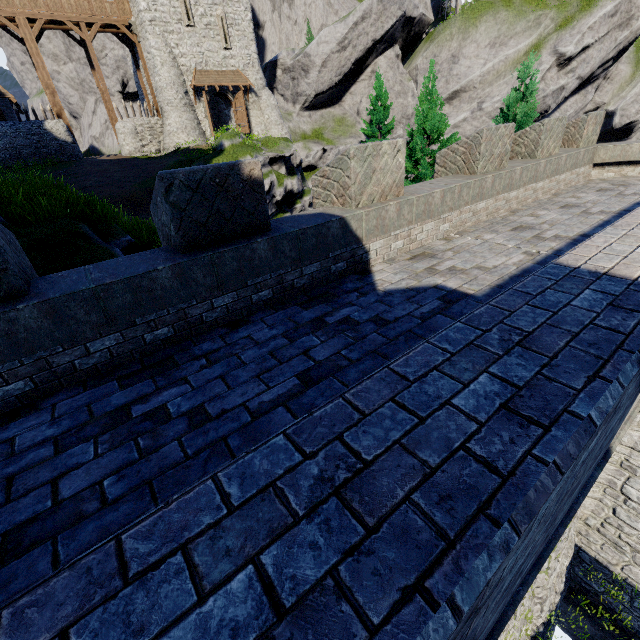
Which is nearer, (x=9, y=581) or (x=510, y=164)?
(x=9, y=581)

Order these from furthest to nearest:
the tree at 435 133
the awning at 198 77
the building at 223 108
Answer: the building at 223 108
the awning at 198 77
the tree at 435 133

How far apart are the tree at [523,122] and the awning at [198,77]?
26.3m

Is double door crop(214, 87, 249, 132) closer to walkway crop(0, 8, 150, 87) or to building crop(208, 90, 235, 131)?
building crop(208, 90, 235, 131)

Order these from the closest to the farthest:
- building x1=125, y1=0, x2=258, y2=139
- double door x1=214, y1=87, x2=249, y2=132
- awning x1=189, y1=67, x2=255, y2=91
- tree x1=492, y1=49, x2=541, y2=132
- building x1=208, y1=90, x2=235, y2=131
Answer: tree x1=492, y1=49, x2=541, y2=132 → building x1=125, y1=0, x2=258, y2=139 → awning x1=189, y1=67, x2=255, y2=91 → double door x1=214, y1=87, x2=249, y2=132 → building x1=208, y1=90, x2=235, y2=131

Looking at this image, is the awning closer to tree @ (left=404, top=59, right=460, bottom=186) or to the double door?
the double door

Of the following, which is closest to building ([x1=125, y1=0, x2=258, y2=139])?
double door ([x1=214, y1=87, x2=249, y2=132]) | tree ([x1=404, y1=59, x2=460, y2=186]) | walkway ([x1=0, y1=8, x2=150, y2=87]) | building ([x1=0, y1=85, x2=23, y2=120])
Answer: double door ([x1=214, y1=87, x2=249, y2=132])

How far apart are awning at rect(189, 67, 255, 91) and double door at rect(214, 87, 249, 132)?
0.3m
